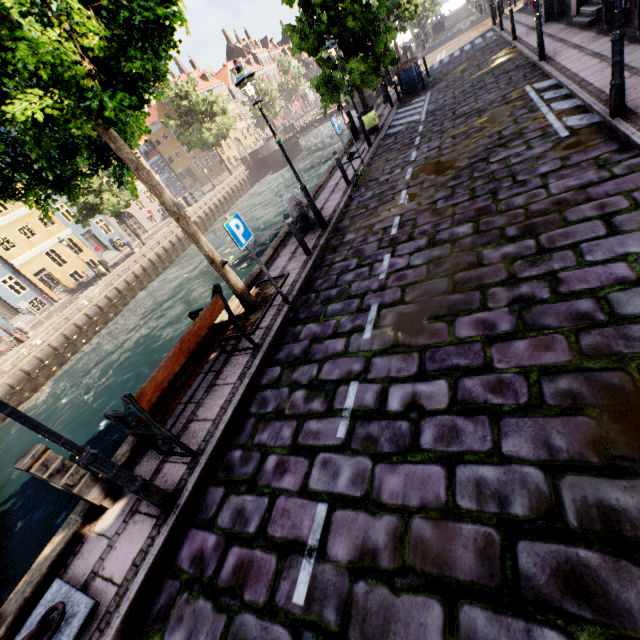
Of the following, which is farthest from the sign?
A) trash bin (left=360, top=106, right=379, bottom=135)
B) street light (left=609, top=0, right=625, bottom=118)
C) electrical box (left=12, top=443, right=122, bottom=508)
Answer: trash bin (left=360, top=106, right=379, bottom=135)

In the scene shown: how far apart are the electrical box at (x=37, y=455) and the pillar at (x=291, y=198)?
7.21m

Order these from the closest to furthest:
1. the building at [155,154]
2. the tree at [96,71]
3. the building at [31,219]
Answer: the tree at [96,71], the building at [31,219], the building at [155,154]

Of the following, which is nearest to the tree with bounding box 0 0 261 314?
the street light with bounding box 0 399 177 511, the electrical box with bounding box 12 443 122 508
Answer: the street light with bounding box 0 399 177 511

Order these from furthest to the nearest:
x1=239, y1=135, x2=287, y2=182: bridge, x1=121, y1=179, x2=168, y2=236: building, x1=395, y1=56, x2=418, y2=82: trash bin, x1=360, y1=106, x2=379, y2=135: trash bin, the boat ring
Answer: x1=239, y1=135, x2=287, y2=182: bridge, x1=121, y1=179, x2=168, y2=236: building, x1=395, y1=56, x2=418, y2=82: trash bin, x1=360, y1=106, x2=379, y2=135: trash bin, the boat ring

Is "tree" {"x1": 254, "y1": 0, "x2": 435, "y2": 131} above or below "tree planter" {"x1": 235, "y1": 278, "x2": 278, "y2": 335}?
above

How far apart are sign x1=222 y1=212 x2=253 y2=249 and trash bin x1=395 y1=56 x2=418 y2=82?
18.1m

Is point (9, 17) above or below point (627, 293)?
above
